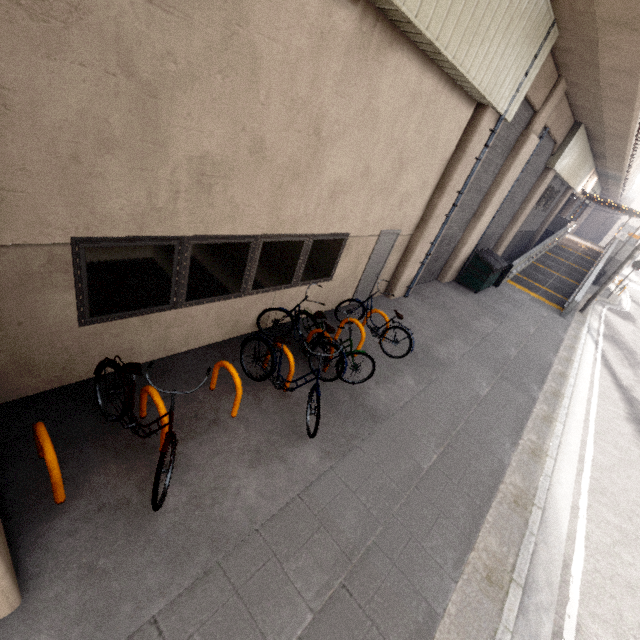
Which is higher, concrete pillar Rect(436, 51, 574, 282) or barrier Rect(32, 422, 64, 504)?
concrete pillar Rect(436, 51, 574, 282)

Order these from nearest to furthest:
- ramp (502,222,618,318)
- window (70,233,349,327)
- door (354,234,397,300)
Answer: window (70,233,349,327), door (354,234,397,300), ramp (502,222,618,318)

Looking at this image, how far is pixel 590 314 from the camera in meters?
16.4 m

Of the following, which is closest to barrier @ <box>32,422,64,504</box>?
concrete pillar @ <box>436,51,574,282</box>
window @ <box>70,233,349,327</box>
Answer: window @ <box>70,233,349,327</box>

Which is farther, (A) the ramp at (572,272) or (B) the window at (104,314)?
(A) the ramp at (572,272)

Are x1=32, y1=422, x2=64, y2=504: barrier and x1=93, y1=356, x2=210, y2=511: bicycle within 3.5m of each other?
yes

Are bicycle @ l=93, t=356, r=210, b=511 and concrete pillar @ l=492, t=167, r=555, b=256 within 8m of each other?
no

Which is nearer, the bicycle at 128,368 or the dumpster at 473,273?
the bicycle at 128,368
